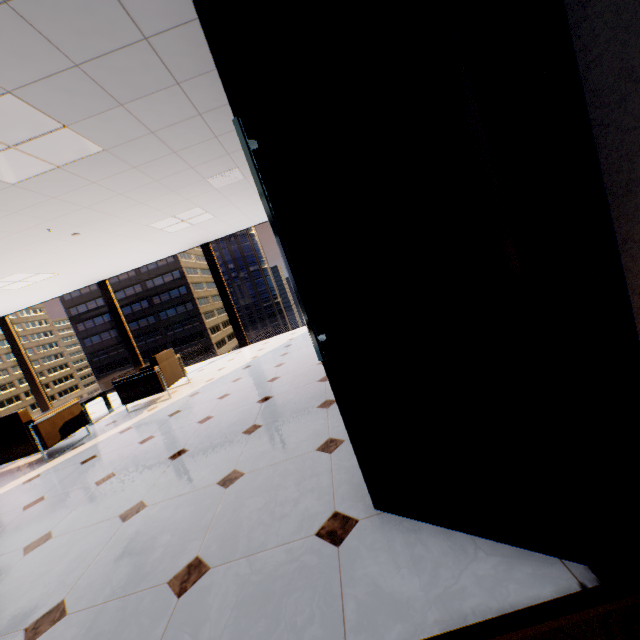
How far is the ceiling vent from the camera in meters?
4.7 m

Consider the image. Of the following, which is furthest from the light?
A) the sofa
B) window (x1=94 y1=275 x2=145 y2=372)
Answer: window (x1=94 y1=275 x2=145 y2=372)

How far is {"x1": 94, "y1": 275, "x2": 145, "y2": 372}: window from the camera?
8.7m

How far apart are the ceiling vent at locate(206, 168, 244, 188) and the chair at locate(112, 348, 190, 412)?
3.06m

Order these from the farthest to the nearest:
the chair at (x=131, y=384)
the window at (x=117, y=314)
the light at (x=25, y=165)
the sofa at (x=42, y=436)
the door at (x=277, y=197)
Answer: the window at (x=117, y=314), the chair at (x=131, y=384), the sofa at (x=42, y=436), the light at (x=25, y=165), the door at (x=277, y=197)

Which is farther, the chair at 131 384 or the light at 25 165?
the chair at 131 384

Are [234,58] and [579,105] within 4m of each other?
yes

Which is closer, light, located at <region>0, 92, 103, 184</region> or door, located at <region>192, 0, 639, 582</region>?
door, located at <region>192, 0, 639, 582</region>
